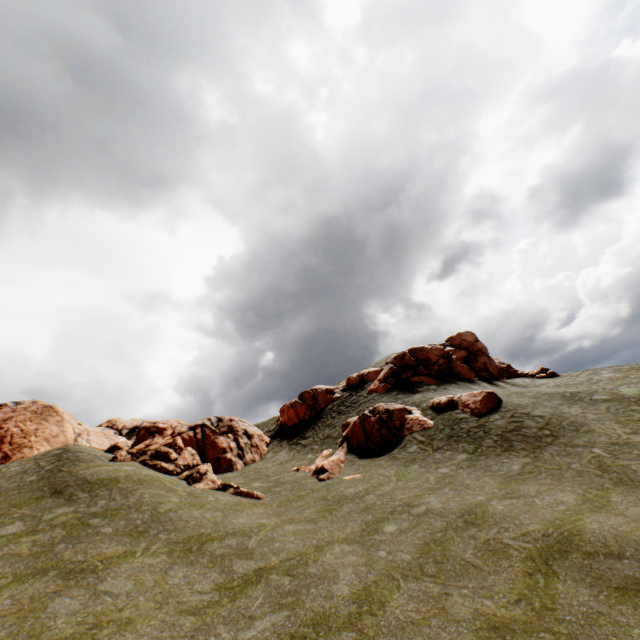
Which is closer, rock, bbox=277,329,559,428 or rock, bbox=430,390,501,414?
rock, bbox=430,390,501,414

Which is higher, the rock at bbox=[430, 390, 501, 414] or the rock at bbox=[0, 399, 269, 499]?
the rock at bbox=[0, 399, 269, 499]

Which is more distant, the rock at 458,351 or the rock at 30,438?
the rock at 458,351

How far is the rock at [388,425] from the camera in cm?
2281

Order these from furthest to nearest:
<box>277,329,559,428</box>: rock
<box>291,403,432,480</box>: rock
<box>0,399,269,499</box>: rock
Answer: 1. <box>277,329,559,428</box>: rock
2. <box>291,403,432,480</box>: rock
3. <box>0,399,269,499</box>: rock

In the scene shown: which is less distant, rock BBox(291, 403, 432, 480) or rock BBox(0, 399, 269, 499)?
rock BBox(0, 399, 269, 499)

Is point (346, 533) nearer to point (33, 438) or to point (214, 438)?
point (214, 438)
